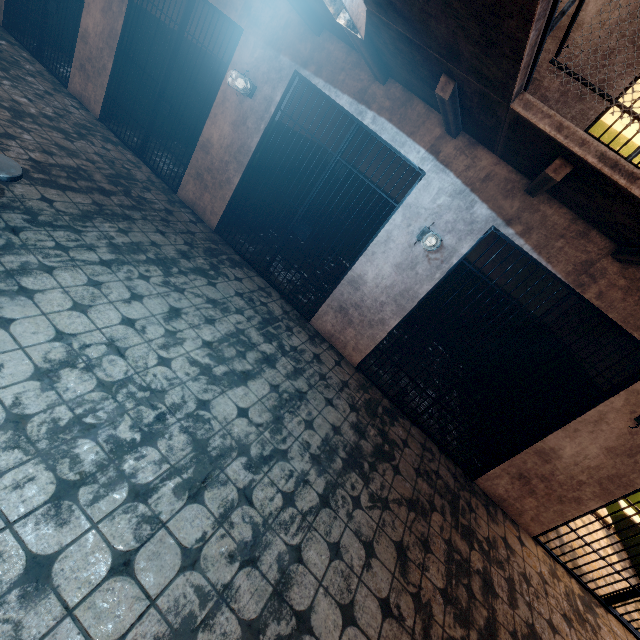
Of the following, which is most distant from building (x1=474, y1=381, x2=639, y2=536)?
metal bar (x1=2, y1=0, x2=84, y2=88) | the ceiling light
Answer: the ceiling light

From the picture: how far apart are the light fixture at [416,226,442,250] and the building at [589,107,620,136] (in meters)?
3.89

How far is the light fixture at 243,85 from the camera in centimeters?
407cm

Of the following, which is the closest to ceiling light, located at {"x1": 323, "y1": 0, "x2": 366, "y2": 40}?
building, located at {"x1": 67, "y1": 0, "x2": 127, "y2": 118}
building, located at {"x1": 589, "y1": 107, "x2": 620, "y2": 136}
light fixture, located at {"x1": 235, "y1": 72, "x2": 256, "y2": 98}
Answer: building, located at {"x1": 67, "y1": 0, "x2": 127, "y2": 118}

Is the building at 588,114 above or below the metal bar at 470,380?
above

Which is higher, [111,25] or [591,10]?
[591,10]

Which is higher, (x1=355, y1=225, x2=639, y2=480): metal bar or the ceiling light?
the ceiling light

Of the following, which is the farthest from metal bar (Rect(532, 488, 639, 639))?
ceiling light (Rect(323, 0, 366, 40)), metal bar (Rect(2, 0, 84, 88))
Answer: metal bar (Rect(2, 0, 84, 88))
